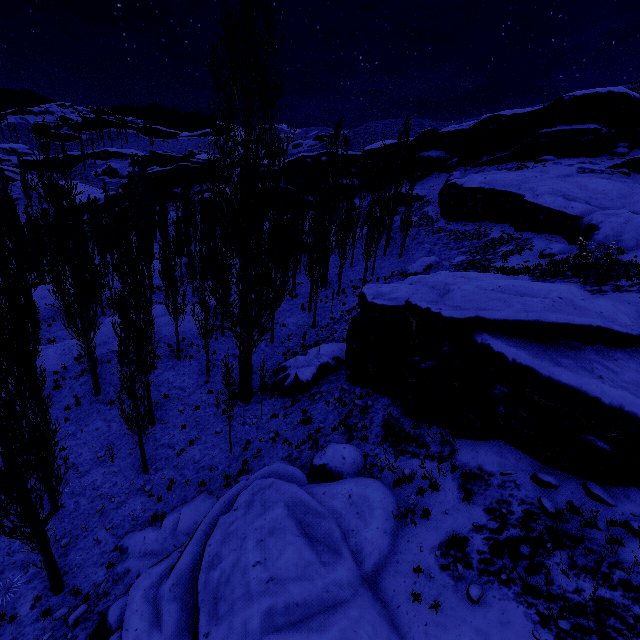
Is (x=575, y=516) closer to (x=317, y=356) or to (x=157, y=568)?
(x=157, y=568)

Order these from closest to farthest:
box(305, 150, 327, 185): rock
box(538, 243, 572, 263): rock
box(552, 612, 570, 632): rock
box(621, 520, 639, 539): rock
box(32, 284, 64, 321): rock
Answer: box(552, 612, 570, 632): rock
box(621, 520, 639, 539): rock
box(538, 243, 572, 263): rock
box(32, 284, 64, 321): rock
box(305, 150, 327, 185): rock

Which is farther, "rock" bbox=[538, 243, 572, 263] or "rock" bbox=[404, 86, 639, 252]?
"rock" bbox=[404, 86, 639, 252]

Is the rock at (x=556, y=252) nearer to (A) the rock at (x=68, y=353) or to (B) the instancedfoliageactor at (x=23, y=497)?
(B) the instancedfoliageactor at (x=23, y=497)

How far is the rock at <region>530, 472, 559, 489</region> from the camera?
7.9 meters

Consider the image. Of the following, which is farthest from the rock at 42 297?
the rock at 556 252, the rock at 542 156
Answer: the rock at 556 252

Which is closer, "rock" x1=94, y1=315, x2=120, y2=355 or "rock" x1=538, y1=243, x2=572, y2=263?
"rock" x1=538, y1=243, x2=572, y2=263

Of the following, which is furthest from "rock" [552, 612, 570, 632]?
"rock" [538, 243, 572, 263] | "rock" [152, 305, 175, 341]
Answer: "rock" [152, 305, 175, 341]
